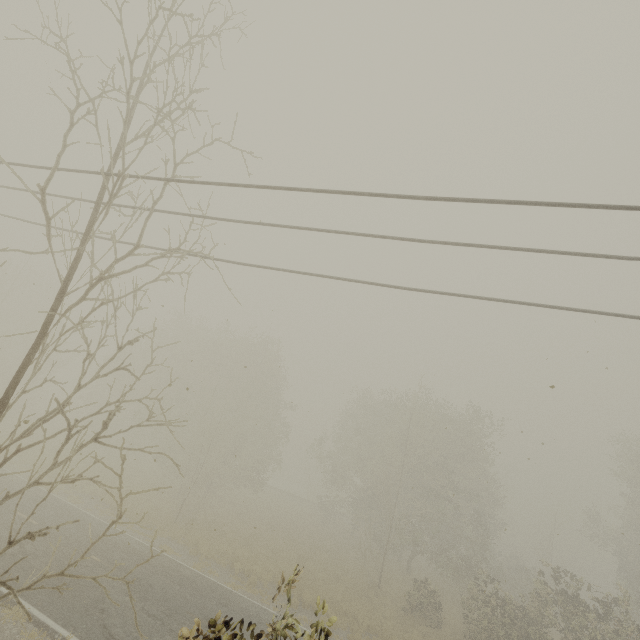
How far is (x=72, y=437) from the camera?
5.6m
